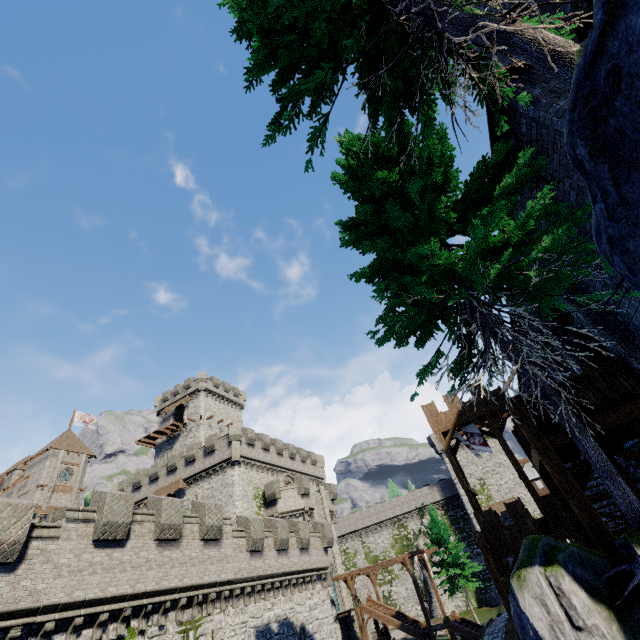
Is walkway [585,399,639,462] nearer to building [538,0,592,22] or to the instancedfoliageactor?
building [538,0,592,22]

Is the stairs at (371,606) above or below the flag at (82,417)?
below

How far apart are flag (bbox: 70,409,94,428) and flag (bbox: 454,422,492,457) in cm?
6278

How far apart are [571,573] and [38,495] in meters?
63.4 m

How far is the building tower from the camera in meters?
34.2 m

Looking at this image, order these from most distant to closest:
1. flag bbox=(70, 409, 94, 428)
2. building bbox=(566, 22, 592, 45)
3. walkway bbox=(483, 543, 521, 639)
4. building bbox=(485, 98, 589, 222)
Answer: flag bbox=(70, 409, 94, 428) < walkway bbox=(483, 543, 521, 639) < building bbox=(485, 98, 589, 222) < building bbox=(566, 22, 592, 45)

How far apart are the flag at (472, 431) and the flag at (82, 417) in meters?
62.8 m

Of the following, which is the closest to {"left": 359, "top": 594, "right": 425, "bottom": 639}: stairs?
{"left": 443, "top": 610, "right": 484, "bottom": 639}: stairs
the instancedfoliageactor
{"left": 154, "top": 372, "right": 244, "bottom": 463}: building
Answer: {"left": 443, "top": 610, "right": 484, "bottom": 639}: stairs
